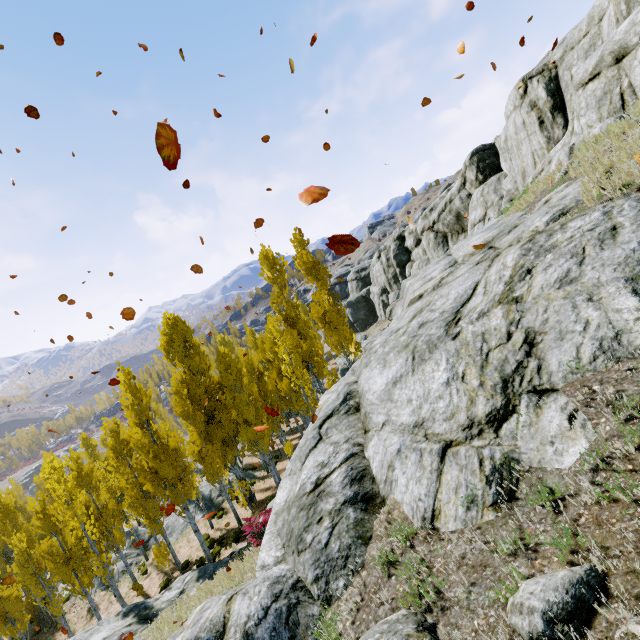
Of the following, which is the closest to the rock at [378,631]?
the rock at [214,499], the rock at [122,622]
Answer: the rock at [122,622]

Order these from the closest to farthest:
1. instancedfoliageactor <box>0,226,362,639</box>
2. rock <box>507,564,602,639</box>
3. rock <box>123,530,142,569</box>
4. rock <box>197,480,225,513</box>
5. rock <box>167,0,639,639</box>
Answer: rock <box>507,564,602,639</box> → rock <box>167,0,639,639</box> → instancedfoliageactor <box>0,226,362,639</box> → rock <box>123,530,142,569</box> → rock <box>197,480,225,513</box>

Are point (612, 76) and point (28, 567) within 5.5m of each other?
no

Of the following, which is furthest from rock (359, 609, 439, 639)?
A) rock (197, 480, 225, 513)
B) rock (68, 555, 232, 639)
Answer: rock (197, 480, 225, 513)

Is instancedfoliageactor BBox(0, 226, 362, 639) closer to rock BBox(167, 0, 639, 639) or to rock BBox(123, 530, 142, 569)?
rock BBox(123, 530, 142, 569)

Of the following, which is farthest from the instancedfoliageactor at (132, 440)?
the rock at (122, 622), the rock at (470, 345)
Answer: the rock at (470, 345)

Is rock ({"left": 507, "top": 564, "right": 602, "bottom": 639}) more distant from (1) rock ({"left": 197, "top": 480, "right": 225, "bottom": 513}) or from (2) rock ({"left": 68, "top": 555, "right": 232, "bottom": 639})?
(1) rock ({"left": 197, "top": 480, "right": 225, "bottom": 513})

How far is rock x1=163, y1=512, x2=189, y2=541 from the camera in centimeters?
2527cm
